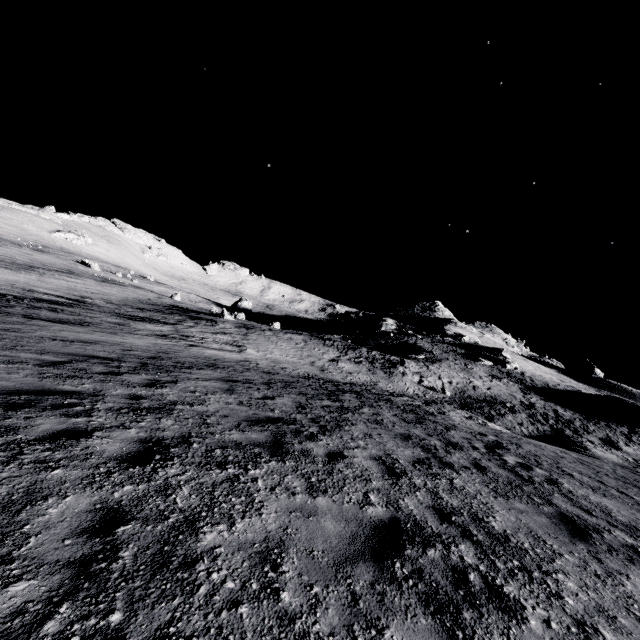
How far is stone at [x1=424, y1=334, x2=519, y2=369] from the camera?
46.0m

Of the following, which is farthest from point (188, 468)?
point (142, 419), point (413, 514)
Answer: point (413, 514)

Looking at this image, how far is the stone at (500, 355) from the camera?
45.97m
